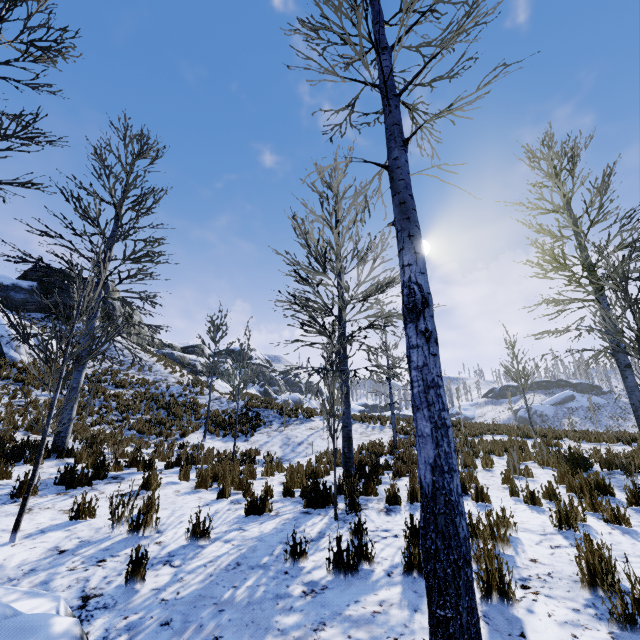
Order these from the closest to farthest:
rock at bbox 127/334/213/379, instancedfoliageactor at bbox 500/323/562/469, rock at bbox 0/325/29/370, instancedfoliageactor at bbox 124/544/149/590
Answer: instancedfoliageactor at bbox 124/544/149/590 → instancedfoliageactor at bbox 500/323/562/469 → rock at bbox 0/325/29/370 → rock at bbox 127/334/213/379

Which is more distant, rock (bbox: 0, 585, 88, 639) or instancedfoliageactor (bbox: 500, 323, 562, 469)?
instancedfoliageactor (bbox: 500, 323, 562, 469)

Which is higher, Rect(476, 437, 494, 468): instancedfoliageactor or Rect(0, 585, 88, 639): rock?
Rect(476, 437, 494, 468): instancedfoliageactor

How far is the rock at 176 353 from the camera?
35.7 meters

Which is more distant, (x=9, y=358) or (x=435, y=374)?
(x=9, y=358)

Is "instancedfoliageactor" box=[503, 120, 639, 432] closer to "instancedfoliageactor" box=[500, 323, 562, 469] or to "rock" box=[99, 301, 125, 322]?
"instancedfoliageactor" box=[500, 323, 562, 469]

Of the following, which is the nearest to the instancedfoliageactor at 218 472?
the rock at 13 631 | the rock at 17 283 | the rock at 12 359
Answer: the rock at 13 631

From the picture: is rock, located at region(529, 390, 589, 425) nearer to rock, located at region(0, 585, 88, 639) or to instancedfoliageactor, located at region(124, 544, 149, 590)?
instancedfoliageactor, located at region(124, 544, 149, 590)
